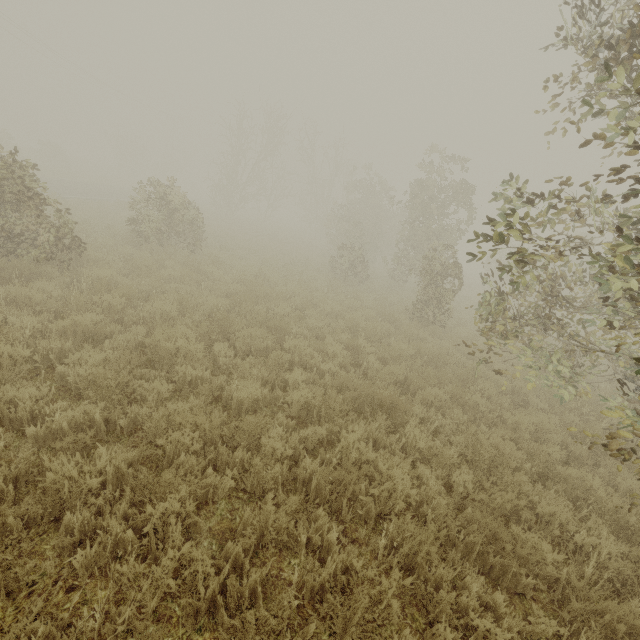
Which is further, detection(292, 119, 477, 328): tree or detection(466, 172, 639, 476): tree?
detection(292, 119, 477, 328): tree

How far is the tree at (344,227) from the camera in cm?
1204

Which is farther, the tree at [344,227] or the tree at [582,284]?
the tree at [344,227]

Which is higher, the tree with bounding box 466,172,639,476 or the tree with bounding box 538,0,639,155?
the tree with bounding box 538,0,639,155

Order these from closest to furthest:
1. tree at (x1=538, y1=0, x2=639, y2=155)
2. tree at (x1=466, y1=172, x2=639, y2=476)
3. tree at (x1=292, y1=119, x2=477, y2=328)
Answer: tree at (x1=538, y1=0, x2=639, y2=155), tree at (x1=466, y1=172, x2=639, y2=476), tree at (x1=292, y1=119, x2=477, y2=328)

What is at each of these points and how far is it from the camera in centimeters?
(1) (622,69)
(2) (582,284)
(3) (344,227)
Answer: (1) tree, 252cm
(2) tree, 723cm
(3) tree, 2353cm

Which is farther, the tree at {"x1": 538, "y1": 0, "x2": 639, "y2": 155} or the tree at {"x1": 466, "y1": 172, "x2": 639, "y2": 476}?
the tree at {"x1": 466, "y1": 172, "x2": 639, "y2": 476}
